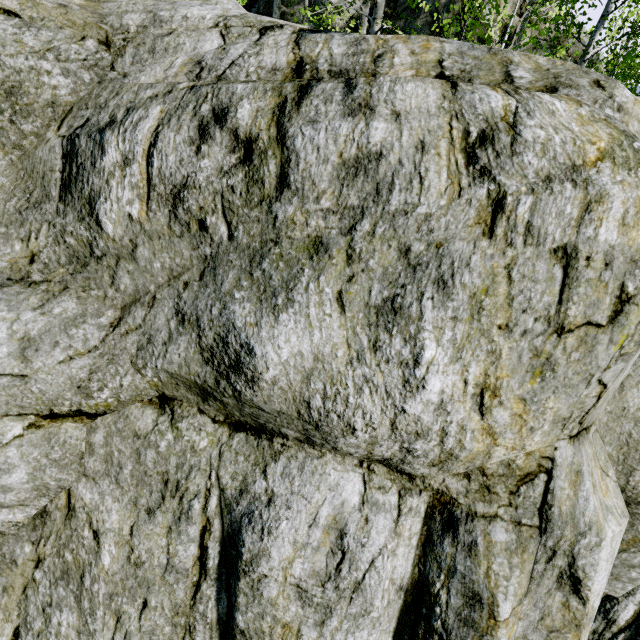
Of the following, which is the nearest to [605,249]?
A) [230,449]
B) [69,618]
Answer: [230,449]

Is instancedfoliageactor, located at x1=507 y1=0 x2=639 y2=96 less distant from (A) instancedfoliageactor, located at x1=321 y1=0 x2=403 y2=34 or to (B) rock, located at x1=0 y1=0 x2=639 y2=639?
(B) rock, located at x1=0 y1=0 x2=639 y2=639

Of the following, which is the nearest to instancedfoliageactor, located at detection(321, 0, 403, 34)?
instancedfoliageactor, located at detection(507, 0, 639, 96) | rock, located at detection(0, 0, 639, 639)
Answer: rock, located at detection(0, 0, 639, 639)

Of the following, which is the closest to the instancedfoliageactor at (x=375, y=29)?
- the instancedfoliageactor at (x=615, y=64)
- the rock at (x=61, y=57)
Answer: the rock at (x=61, y=57)

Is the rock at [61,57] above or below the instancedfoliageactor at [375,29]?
below

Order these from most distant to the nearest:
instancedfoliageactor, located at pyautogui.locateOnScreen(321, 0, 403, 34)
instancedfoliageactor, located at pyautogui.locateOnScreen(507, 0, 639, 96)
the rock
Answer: instancedfoliageactor, located at pyautogui.locateOnScreen(321, 0, 403, 34) < instancedfoliageactor, located at pyautogui.locateOnScreen(507, 0, 639, 96) < the rock
